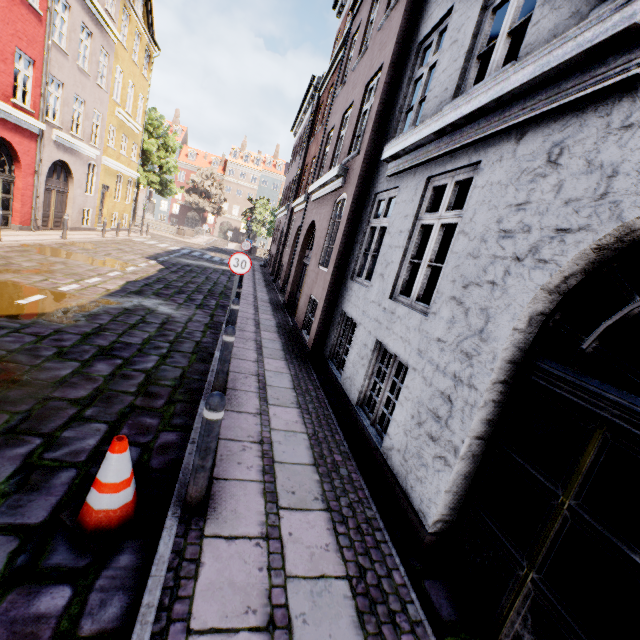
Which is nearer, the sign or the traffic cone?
the traffic cone

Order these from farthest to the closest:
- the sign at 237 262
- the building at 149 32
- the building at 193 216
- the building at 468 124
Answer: the building at 193 216
the building at 149 32
the sign at 237 262
the building at 468 124

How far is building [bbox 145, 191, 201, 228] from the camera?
56.47m

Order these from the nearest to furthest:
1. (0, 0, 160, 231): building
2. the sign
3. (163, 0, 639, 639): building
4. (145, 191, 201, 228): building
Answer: (163, 0, 639, 639): building, the sign, (0, 0, 160, 231): building, (145, 191, 201, 228): building

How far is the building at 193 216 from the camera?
56.47m

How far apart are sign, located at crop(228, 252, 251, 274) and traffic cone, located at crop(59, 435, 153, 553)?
5.4 meters

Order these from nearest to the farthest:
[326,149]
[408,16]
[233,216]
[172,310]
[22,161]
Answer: [408,16] → [172,310] → [326,149] → [22,161] → [233,216]

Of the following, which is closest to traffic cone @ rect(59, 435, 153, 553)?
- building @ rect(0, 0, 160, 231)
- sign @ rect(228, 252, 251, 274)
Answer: building @ rect(0, 0, 160, 231)
